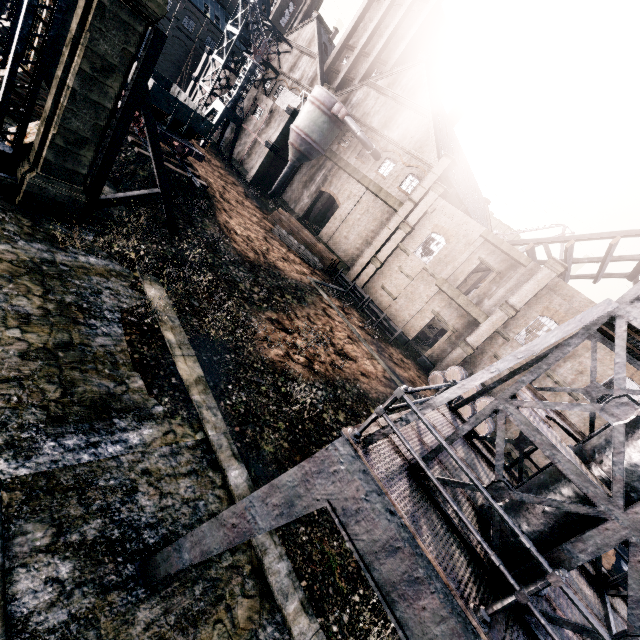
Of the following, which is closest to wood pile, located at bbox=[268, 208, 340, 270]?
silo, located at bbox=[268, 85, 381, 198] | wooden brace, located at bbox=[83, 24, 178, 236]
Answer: silo, located at bbox=[268, 85, 381, 198]

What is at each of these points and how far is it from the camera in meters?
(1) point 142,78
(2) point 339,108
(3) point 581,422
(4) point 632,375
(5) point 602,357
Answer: (1) wooden brace, 13.7
(2) silo, 35.0
(3) building, 22.9
(4) building, 21.7
(5) building, 22.8

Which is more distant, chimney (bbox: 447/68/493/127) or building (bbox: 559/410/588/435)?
chimney (bbox: 447/68/493/127)

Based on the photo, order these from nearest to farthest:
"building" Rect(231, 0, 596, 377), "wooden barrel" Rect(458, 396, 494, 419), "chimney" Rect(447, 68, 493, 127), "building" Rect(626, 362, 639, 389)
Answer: "building" Rect(626, 362, 639, 389) < "wooden barrel" Rect(458, 396, 494, 419) < "building" Rect(231, 0, 596, 377) < "chimney" Rect(447, 68, 493, 127)

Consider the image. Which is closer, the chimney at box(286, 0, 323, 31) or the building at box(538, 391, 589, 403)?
the building at box(538, 391, 589, 403)

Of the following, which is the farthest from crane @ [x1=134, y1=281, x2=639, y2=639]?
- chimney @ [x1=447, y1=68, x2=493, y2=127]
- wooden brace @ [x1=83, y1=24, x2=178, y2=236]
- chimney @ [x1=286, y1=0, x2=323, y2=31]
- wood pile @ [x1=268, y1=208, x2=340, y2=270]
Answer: chimney @ [x1=286, y1=0, x2=323, y2=31]

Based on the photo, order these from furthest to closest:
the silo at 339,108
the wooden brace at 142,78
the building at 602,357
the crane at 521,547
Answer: the silo at 339,108, the building at 602,357, the wooden brace at 142,78, the crane at 521,547

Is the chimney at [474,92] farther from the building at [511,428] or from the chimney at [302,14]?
the chimney at [302,14]
